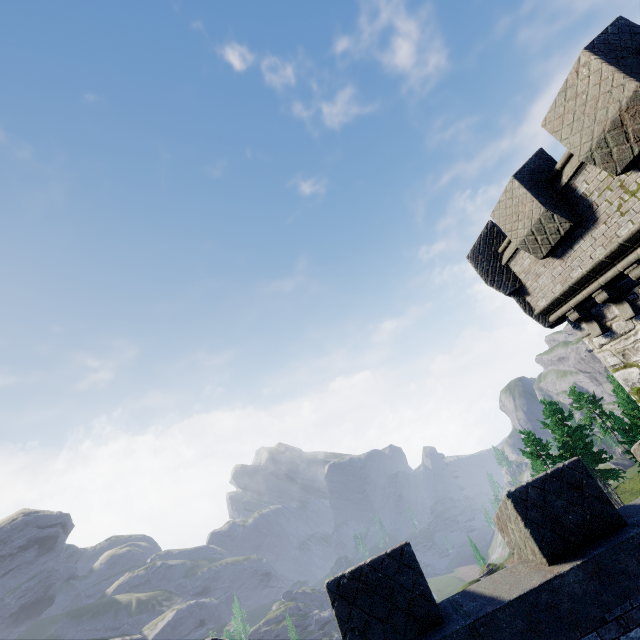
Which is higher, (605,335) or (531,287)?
(531,287)
